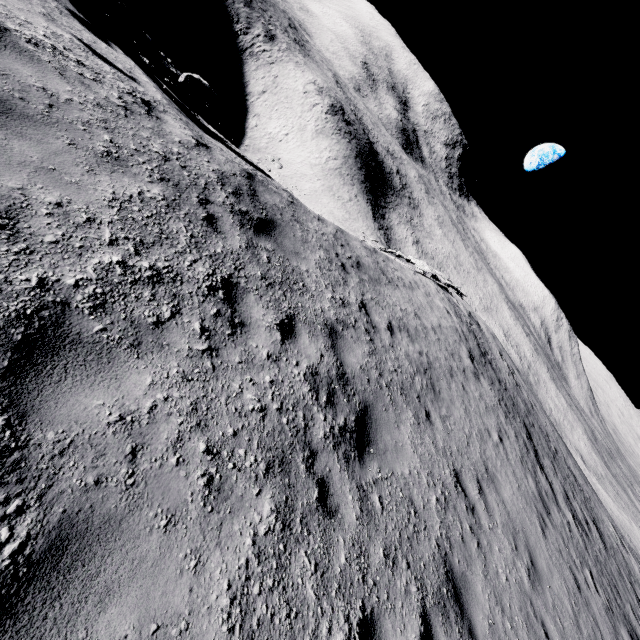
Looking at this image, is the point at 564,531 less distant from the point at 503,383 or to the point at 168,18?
the point at 503,383
